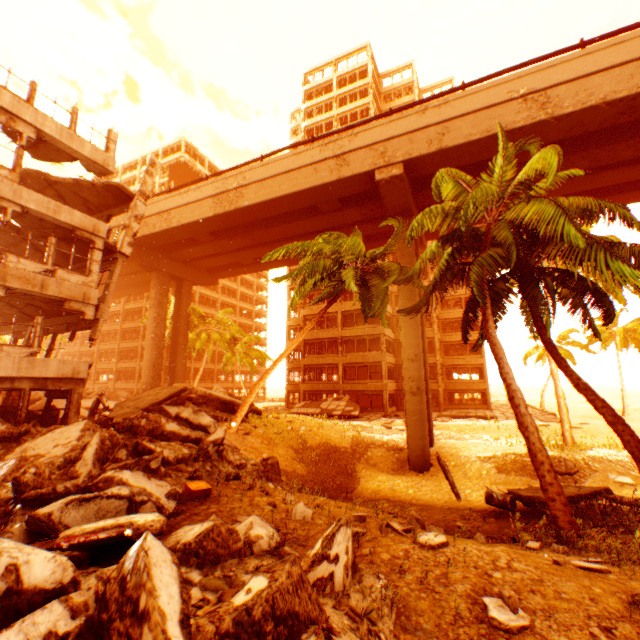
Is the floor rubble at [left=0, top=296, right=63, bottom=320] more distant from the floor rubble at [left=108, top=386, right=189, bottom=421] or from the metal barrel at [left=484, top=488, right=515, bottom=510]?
the metal barrel at [left=484, top=488, right=515, bottom=510]

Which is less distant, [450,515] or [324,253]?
[450,515]

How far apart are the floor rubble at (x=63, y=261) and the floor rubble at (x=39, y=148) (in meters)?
2.48

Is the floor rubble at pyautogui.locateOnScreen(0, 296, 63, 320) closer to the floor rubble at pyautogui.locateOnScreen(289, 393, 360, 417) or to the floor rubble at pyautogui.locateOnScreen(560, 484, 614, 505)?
the floor rubble at pyautogui.locateOnScreen(289, 393, 360, 417)

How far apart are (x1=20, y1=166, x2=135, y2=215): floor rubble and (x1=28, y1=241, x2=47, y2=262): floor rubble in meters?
2.5

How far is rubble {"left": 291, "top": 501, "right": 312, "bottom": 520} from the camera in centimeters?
594cm

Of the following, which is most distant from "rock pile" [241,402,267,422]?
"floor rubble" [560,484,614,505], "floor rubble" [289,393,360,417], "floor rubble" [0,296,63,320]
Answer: "floor rubble" [0,296,63,320]

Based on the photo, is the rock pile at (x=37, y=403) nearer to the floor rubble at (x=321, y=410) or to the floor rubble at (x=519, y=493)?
the floor rubble at (x=321, y=410)
